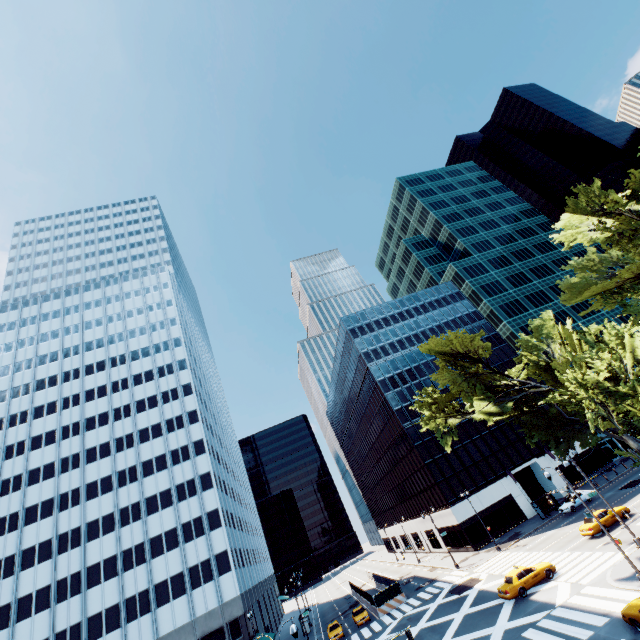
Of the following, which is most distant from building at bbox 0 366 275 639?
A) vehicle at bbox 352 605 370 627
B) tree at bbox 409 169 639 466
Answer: tree at bbox 409 169 639 466

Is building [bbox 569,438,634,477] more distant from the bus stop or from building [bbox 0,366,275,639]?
building [bbox 0,366,275,639]

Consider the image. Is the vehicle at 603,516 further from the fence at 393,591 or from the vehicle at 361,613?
the vehicle at 361,613

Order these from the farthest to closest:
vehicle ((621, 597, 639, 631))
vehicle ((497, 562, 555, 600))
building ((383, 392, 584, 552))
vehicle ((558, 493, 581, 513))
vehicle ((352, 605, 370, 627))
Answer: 1. building ((383, 392, 584, 552))
2. vehicle ((558, 493, 581, 513))
3. vehicle ((352, 605, 370, 627))
4. vehicle ((497, 562, 555, 600))
5. vehicle ((621, 597, 639, 631))

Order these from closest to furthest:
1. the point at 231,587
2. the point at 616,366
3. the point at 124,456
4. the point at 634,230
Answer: the point at 616,366, the point at 634,230, the point at 231,587, the point at 124,456

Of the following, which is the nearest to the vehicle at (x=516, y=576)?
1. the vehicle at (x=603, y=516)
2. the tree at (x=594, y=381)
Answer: the vehicle at (x=603, y=516)

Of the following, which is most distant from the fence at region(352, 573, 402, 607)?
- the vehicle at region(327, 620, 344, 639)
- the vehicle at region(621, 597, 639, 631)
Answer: the vehicle at region(621, 597, 639, 631)

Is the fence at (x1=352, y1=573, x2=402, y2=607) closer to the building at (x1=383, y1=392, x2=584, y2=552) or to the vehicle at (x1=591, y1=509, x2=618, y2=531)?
the building at (x1=383, y1=392, x2=584, y2=552)
